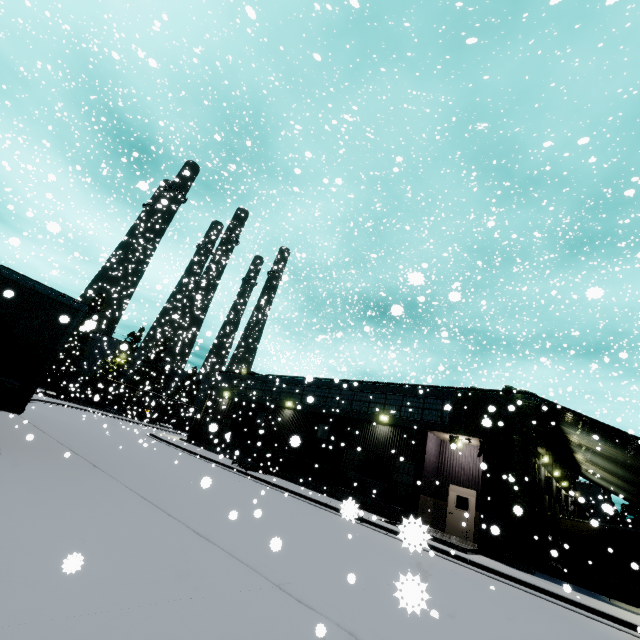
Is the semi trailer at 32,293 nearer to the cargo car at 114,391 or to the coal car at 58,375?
the coal car at 58,375

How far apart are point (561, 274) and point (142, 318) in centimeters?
4660cm

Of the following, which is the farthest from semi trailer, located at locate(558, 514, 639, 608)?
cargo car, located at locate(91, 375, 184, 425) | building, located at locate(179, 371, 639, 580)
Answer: cargo car, located at locate(91, 375, 184, 425)

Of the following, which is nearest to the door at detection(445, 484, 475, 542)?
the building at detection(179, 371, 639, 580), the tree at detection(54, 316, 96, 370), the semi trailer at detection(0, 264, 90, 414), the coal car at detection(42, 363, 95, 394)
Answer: the building at detection(179, 371, 639, 580)

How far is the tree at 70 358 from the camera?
5.19m

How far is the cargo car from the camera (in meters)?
36.24

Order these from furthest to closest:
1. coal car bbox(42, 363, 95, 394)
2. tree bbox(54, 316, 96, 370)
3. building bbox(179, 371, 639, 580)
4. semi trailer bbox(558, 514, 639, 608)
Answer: coal car bbox(42, 363, 95, 394) < semi trailer bbox(558, 514, 639, 608) < building bbox(179, 371, 639, 580) < tree bbox(54, 316, 96, 370)

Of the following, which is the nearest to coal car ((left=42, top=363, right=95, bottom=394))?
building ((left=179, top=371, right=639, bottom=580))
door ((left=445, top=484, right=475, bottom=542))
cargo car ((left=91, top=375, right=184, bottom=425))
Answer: cargo car ((left=91, top=375, right=184, bottom=425))
